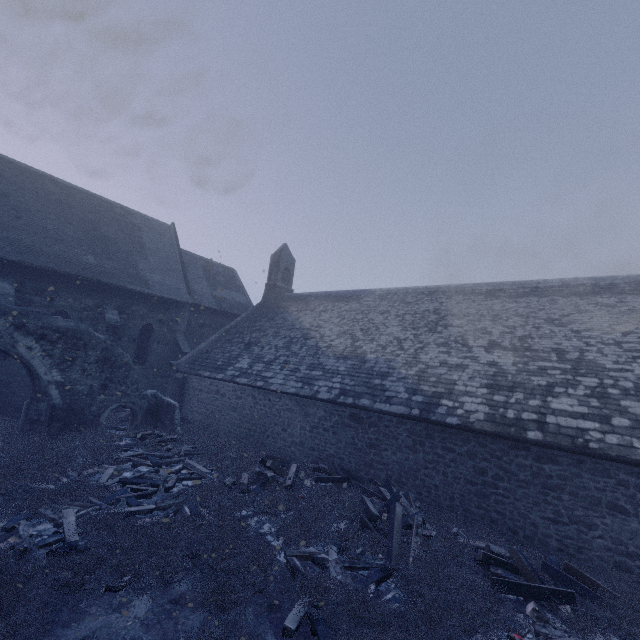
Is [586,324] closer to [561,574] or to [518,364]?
[518,364]

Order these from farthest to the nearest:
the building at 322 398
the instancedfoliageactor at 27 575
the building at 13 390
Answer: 1. the building at 13 390
2. the building at 322 398
3. the instancedfoliageactor at 27 575

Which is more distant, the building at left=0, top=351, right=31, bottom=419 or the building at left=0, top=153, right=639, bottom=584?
the building at left=0, top=351, right=31, bottom=419

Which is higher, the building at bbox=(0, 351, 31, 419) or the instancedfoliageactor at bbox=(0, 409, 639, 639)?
the building at bbox=(0, 351, 31, 419)

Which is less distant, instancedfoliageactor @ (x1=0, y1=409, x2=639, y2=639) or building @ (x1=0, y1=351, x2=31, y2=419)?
instancedfoliageactor @ (x1=0, y1=409, x2=639, y2=639)

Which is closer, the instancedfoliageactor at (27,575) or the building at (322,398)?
the instancedfoliageactor at (27,575)

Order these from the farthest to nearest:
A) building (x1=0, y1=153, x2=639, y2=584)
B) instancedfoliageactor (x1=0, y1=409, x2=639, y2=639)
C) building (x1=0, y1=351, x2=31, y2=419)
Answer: building (x1=0, y1=351, x2=31, y2=419) < building (x1=0, y1=153, x2=639, y2=584) < instancedfoliageactor (x1=0, y1=409, x2=639, y2=639)
